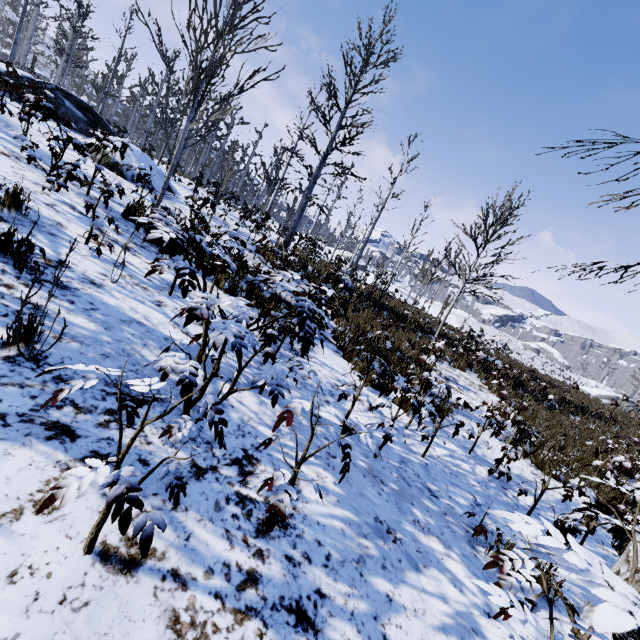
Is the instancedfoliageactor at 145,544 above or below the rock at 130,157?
below

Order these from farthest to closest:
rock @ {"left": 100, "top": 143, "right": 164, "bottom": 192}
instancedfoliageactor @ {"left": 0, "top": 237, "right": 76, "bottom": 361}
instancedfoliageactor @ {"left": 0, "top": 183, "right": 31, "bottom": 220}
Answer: rock @ {"left": 100, "top": 143, "right": 164, "bottom": 192}
instancedfoliageactor @ {"left": 0, "top": 183, "right": 31, "bottom": 220}
instancedfoliageactor @ {"left": 0, "top": 237, "right": 76, "bottom": 361}

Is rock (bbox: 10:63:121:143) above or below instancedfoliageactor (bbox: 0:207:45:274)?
above

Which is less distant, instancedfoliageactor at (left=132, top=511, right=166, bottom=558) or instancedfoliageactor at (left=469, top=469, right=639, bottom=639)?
instancedfoliageactor at (left=469, top=469, right=639, bottom=639)

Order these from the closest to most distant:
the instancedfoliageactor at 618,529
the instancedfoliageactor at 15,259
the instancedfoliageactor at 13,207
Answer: the instancedfoliageactor at 618,529
the instancedfoliageactor at 15,259
the instancedfoliageactor at 13,207

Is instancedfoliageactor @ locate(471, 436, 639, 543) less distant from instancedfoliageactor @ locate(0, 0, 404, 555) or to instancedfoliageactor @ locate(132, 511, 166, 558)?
instancedfoliageactor @ locate(0, 0, 404, 555)

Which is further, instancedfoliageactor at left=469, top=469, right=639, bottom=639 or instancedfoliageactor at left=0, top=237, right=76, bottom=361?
instancedfoliageactor at left=0, top=237, right=76, bottom=361

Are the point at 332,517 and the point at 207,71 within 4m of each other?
no
